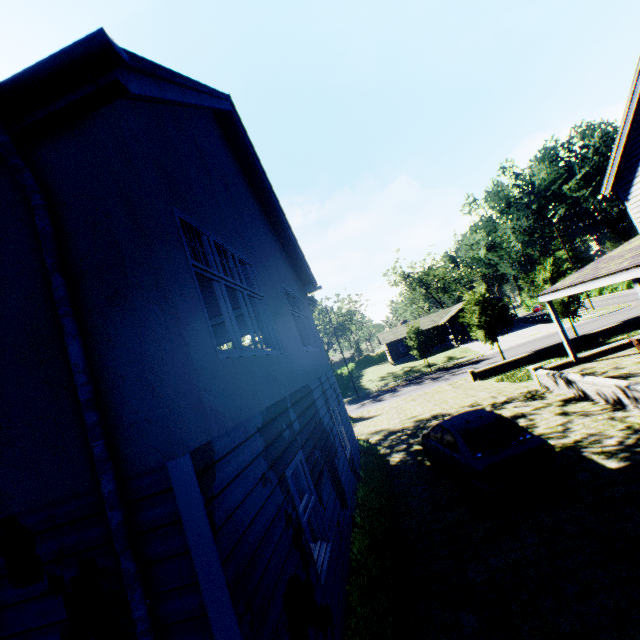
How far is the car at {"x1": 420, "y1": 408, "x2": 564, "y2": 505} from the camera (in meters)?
6.74

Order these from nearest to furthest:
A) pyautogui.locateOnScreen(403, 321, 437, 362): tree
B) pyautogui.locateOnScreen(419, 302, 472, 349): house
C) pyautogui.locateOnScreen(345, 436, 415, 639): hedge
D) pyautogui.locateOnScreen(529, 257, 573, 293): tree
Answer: pyautogui.locateOnScreen(345, 436, 415, 639): hedge < pyautogui.locateOnScreen(529, 257, 573, 293): tree < pyautogui.locateOnScreen(403, 321, 437, 362): tree < pyautogui.locateOnScreen(419, 302, 472, 349): house

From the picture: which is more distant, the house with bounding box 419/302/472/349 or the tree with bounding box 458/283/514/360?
the house with bounding box 419/302/472/349

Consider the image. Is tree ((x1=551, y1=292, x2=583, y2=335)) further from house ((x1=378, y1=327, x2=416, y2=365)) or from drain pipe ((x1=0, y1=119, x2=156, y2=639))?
drain pipe ((x1=0, y1=119, x2=156, y2=639))

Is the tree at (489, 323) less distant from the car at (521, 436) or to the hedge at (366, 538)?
the hedge at (366, 538)

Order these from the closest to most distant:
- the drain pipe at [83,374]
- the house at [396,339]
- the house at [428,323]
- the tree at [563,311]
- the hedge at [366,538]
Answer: the drain pipe at [83,374], the hedge at [366,538], the tree at [563,311], the house at [428,323], the house at [396,339]

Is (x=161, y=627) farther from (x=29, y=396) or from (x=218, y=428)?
(x=29, y=396)
